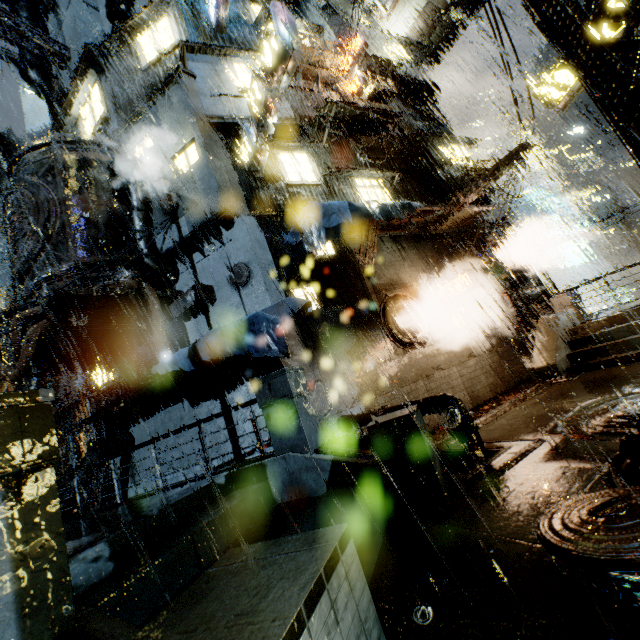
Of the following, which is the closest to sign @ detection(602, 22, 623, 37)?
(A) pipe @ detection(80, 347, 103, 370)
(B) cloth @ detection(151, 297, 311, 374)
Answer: (B) cloth @ detection(151, 297, 311, 374)

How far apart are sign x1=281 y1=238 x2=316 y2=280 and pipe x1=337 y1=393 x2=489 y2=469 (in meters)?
4.90

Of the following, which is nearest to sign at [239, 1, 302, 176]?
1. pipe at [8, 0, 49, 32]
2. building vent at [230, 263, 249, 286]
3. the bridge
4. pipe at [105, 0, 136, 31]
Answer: building vent at [230, 263, 249, 286]

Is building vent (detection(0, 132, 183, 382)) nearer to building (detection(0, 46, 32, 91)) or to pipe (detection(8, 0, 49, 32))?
building (detection(0, 46, 32, 91))

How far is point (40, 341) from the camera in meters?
11.1

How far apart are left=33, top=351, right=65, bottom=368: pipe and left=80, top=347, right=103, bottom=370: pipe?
0.6m

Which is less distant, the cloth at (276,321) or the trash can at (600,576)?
the trash can at (600,576)

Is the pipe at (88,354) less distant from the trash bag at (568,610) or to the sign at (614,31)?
the trash bag at (568,610)
